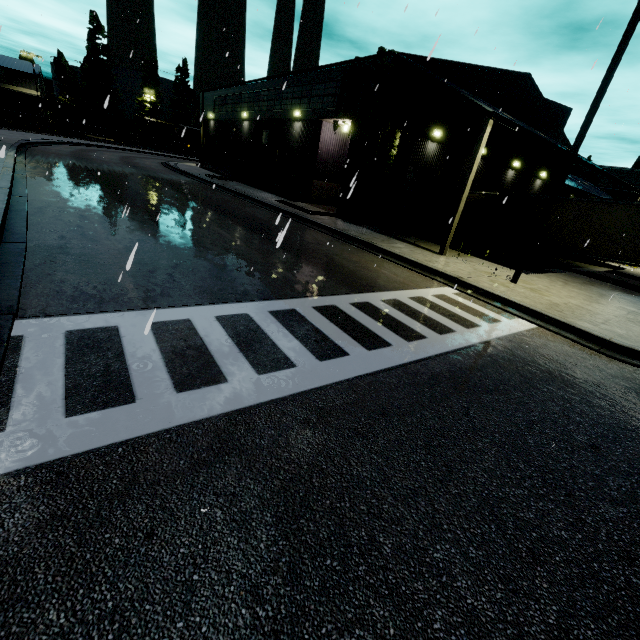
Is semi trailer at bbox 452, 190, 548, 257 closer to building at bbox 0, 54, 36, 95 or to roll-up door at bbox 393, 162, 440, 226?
building at bbox 0, 54, 36, 95

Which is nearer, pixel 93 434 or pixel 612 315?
pixel 93 434

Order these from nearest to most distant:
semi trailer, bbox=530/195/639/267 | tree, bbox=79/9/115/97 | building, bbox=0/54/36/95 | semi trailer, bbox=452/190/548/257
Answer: semi trailer, bbox=530/195/639/267
semi trailer, bbox=452/190/548/257
building, bbox=0/54/36/95
tree, bbox=79/9/115/97

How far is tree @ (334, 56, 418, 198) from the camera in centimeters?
1552cm

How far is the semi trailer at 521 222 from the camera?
18.4 meters

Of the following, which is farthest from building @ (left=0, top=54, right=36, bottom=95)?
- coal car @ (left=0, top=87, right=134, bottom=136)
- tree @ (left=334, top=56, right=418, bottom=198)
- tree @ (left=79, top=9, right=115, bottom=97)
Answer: tree @ (left=79, top=9, right=115, bottom=97)

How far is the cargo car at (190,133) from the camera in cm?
5834

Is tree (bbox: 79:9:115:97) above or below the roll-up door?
above
